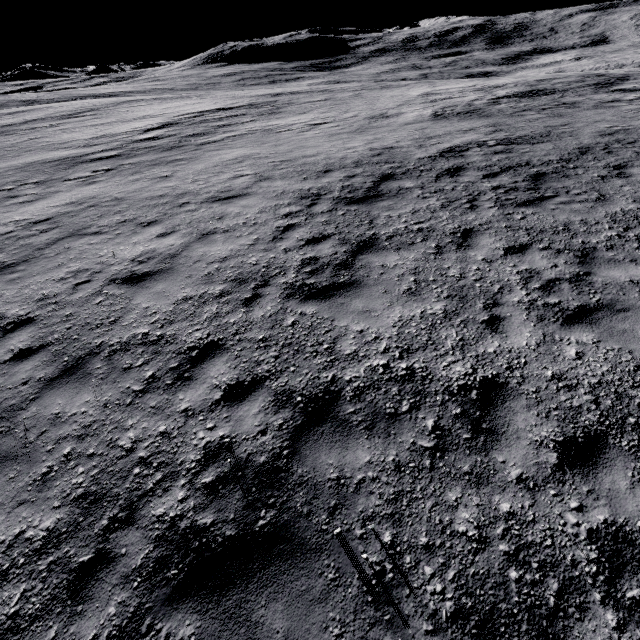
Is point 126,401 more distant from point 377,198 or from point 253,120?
point 253,120
